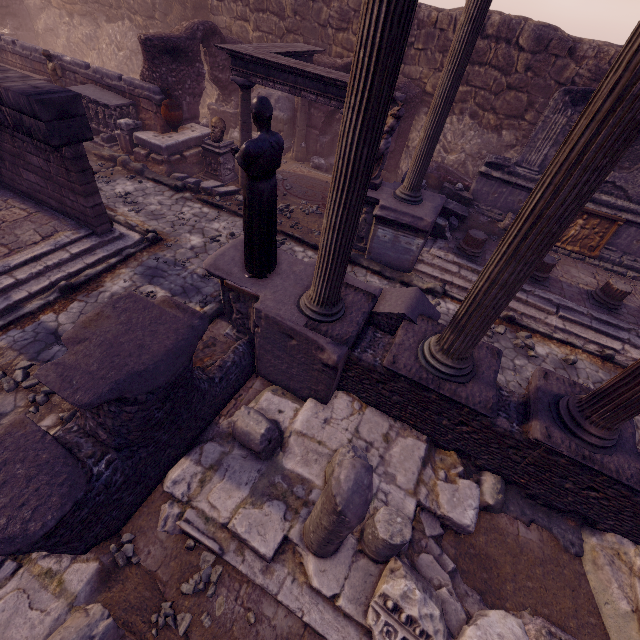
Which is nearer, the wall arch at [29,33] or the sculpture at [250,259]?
the sculpture at [250,259]

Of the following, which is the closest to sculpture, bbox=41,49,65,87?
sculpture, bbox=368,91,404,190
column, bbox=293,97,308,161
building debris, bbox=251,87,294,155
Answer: building debris, bbox=251,87,294,155

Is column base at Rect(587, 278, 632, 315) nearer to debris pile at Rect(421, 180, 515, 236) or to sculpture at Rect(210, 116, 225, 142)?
debris pile at Rect(421, 180, 515, 236)

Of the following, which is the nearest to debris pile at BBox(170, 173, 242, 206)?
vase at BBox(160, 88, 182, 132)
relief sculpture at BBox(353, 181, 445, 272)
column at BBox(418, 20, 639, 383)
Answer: relief sculpture at BBox(353, 181, 445, 272)

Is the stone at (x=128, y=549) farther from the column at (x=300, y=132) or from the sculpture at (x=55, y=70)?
the sculpture at (x=55, y=70)

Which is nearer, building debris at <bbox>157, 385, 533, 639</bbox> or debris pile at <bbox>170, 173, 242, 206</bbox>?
building debris at <bbox>157, 385, 533, 639</bbox>

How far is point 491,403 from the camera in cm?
398

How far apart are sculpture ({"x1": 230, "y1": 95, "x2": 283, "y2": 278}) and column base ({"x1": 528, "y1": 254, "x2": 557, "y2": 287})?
6.9 meters
